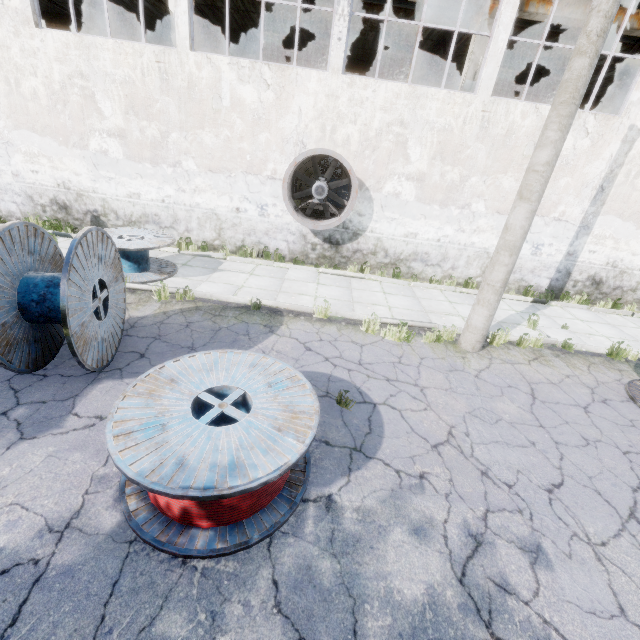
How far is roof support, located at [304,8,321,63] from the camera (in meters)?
14.21

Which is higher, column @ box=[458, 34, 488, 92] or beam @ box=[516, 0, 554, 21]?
beam @ box=[516, 0, 554, 21]

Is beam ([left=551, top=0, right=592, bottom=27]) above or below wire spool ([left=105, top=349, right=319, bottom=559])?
above

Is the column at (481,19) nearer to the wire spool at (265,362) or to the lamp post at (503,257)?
the lamp post at (503,257)

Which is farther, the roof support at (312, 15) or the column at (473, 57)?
the roof support at (312, 15)

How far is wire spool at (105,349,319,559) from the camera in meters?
2.7 m

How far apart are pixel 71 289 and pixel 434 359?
6.06m

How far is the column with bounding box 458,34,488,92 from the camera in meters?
10.4 m
